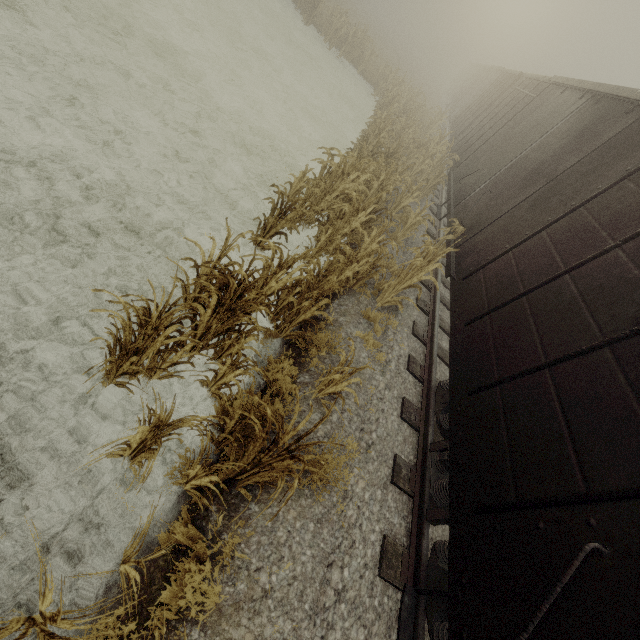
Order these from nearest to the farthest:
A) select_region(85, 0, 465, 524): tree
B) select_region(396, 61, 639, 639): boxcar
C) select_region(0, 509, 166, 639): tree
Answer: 1. select_region(0, 509, 166, 639): tree
2. select_region(396, 61, 639, 639): boxcar
3. select_region(85, 0, 465, 524): tree

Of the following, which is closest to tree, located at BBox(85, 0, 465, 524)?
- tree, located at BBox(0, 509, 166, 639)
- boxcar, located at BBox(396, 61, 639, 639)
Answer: boxcar, located at BBox(396, 61, 639, 639)

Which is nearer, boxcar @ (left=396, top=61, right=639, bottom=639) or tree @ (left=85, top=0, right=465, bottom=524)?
boxcar @ (left=396, top=61, right=639, bottom=639)

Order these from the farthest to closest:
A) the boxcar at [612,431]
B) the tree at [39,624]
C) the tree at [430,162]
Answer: the tree at [430,162]
the boxcar at [612,431]
the tree at [39,624]

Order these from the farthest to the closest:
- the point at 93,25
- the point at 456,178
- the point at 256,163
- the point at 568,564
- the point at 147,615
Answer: the point at 456,178 → the point at 256,163 → the point at 93,25 → the point at 147,615 → the point at 568,564

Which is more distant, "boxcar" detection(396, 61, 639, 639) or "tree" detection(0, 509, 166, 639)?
"boxcar" detection(396, 61, 639, 639)

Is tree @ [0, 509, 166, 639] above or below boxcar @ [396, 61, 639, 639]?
below

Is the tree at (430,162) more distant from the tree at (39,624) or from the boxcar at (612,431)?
the tree at (39,624)
